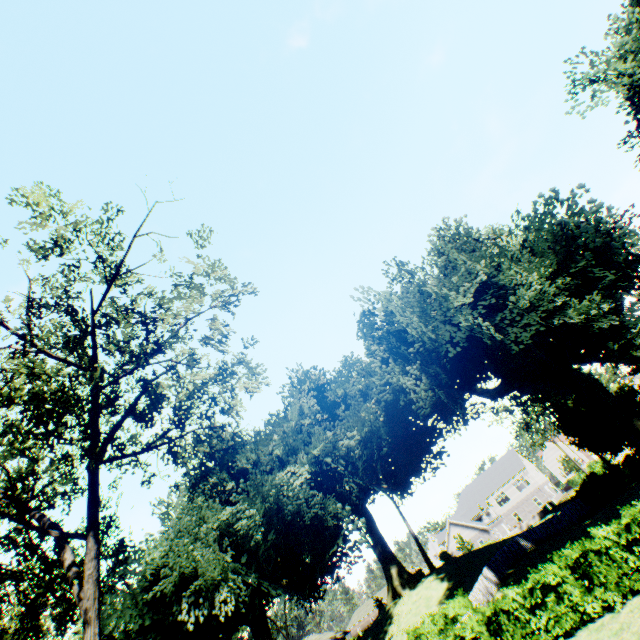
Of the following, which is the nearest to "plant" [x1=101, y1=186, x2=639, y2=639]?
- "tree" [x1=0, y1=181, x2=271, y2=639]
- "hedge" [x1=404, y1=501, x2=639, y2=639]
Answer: "hedge" [x1=404, y1=501, x2=639, y2=639]

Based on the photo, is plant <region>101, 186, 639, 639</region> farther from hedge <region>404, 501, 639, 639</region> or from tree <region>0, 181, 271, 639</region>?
tree <region>0, 181, 271, 639</region>

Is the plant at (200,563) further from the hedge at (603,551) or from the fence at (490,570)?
the hedge at (603,551)

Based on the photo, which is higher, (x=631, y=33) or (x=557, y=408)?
(x=631, y=33)

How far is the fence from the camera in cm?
2217

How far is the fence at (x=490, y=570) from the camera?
22.17m

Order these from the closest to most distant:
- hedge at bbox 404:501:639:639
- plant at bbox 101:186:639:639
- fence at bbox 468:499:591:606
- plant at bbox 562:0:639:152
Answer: hedge at bbox 404:501:639:639 < plant at bbox 562:0:639:152 < plant at bbox 101:186:639:639 < fence at bbox 468:499:591:606
